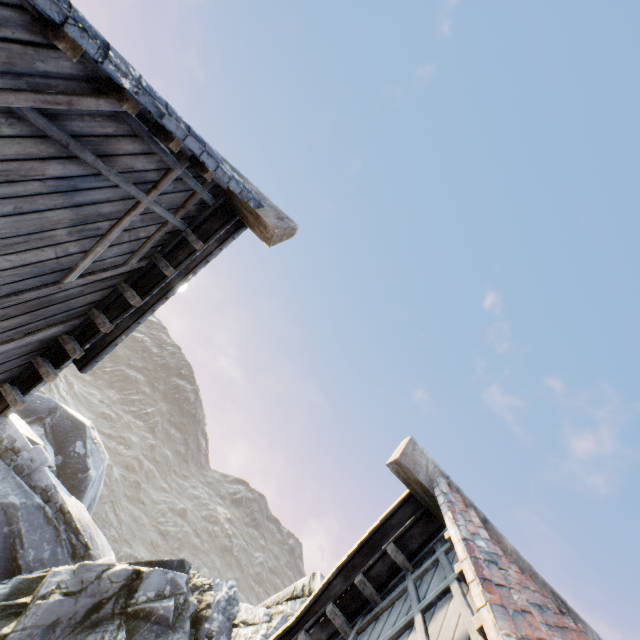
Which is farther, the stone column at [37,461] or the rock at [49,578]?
the stone column at [37,461]

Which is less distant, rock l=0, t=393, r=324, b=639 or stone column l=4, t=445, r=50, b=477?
rock l=0, t=393, r=324, b=639

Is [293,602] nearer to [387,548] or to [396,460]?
[387,548]
